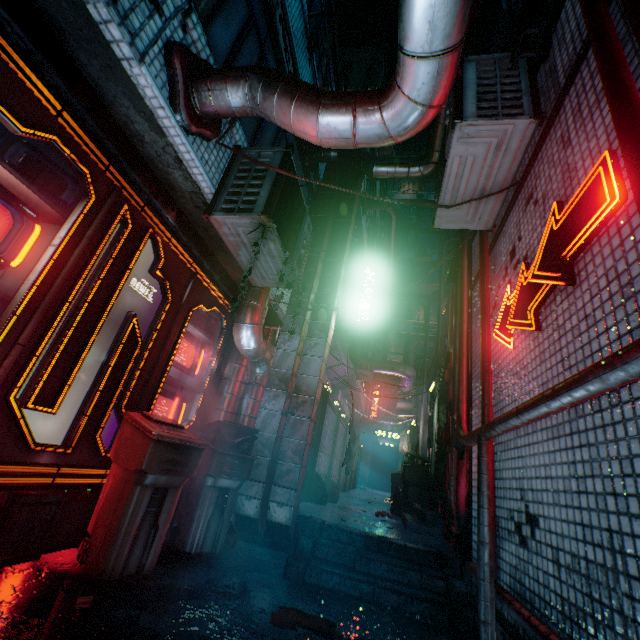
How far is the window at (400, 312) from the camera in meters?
22.1 m

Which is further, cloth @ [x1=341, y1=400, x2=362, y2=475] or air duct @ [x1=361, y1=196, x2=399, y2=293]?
air duct @ [x1=361, y1=196, x2=399, y2=293]

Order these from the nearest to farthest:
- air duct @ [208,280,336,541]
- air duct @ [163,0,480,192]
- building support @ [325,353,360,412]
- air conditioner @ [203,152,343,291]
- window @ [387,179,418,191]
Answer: air duct @ [163,0,480,192] < air conditioner @ [203,152,343,291] < air duct @ [208,280,336,541] < building support @ [325,353,360,412] < window @ [387,179,418,191]

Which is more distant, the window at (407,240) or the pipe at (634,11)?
the window at (407,240)

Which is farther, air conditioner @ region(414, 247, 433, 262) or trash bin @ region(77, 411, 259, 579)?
air conditioner @ region(414, 247, 433, 262)

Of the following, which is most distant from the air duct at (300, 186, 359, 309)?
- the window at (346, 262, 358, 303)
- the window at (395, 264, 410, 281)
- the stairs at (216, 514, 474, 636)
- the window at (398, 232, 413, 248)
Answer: the window at (398, 232, 413, 248)

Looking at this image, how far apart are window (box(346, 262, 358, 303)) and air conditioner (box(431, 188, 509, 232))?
3.5 meters

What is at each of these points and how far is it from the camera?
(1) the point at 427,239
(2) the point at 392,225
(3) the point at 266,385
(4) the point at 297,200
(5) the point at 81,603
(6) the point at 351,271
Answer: (1) window, 24.61m
(2) air duct, 8.50m
(3) air duct, 4.14m
(4) air conditioner, 3.35m
(5) cigarette box, 1.73m
(6) window, 8.05m
